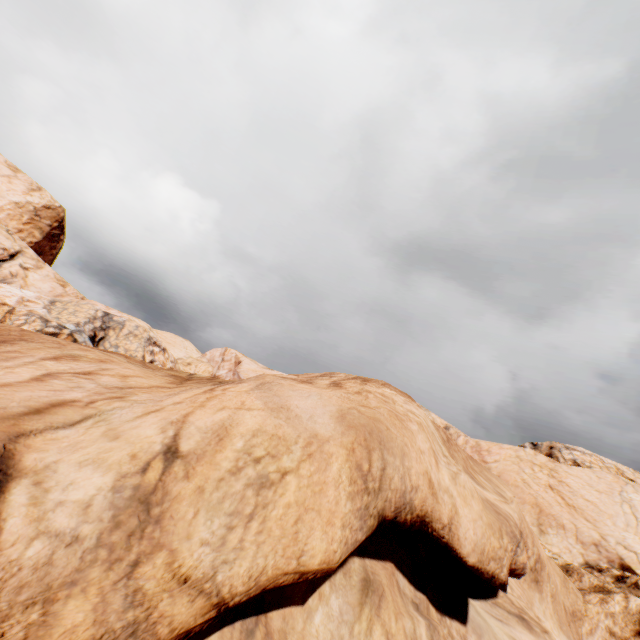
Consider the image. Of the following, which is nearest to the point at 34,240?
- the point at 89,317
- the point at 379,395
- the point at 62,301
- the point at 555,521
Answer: the point at 62,301
